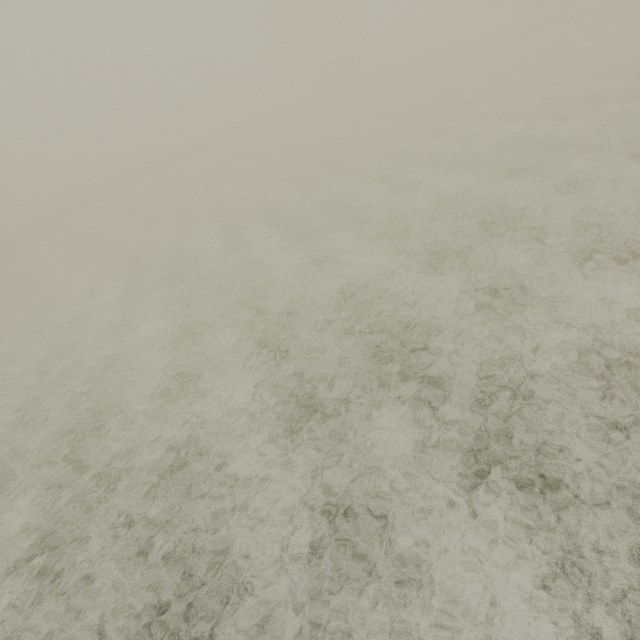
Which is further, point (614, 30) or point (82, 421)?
point (614, 30)
